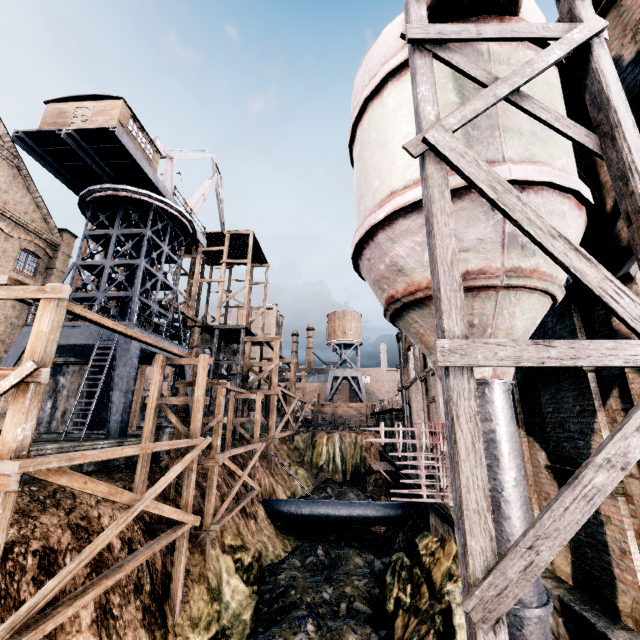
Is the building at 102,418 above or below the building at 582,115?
below

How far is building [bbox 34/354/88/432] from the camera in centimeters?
2833cm

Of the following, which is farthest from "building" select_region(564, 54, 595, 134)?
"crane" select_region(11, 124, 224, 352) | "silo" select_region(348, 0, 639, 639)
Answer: "crane" select_region(11, 124, 224, 352)

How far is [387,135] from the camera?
6.8 meters

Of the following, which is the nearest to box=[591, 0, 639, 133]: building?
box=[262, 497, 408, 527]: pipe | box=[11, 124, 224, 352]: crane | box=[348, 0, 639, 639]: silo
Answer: box=[348, 0, 639, 639]: silo

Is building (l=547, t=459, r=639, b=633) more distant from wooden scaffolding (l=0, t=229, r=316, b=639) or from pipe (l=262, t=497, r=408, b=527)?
wooden scaffolding (l=0, t=229, r=316, b=639)

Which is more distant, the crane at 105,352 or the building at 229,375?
the building at 229,375

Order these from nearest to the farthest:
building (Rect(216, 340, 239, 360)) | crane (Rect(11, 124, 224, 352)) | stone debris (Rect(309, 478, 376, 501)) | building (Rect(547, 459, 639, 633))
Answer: building (Rect(547, 459, 639, 633)), crane (Rect(11, 124, 224, 352)), stone debris (Rect(309, 478, 376, 501)), building (Rect(216, 340, 239, 360))
